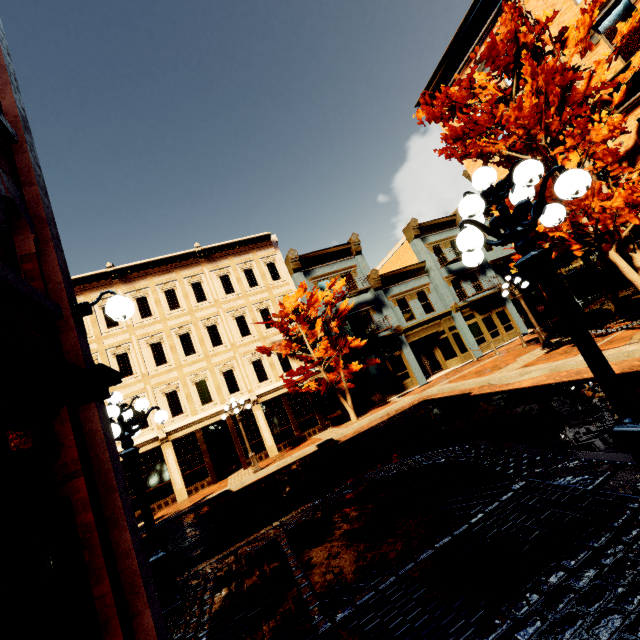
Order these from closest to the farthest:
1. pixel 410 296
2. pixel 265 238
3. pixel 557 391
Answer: pixel 557 391
pixel 265 238
pixel 410 296

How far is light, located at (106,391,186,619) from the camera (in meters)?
5.08

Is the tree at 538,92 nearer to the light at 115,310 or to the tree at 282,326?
the tree at 282,326

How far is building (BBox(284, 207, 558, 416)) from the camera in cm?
2106

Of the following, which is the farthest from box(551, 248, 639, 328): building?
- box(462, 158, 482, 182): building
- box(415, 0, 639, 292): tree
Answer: box(462, 158, 482, 182): building

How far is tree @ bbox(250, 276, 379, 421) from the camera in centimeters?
1703cm

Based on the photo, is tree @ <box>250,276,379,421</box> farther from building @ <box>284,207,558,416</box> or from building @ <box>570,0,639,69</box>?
building @ <box>570,0,639,69</box>

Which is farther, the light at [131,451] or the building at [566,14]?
the building at [566,14]
